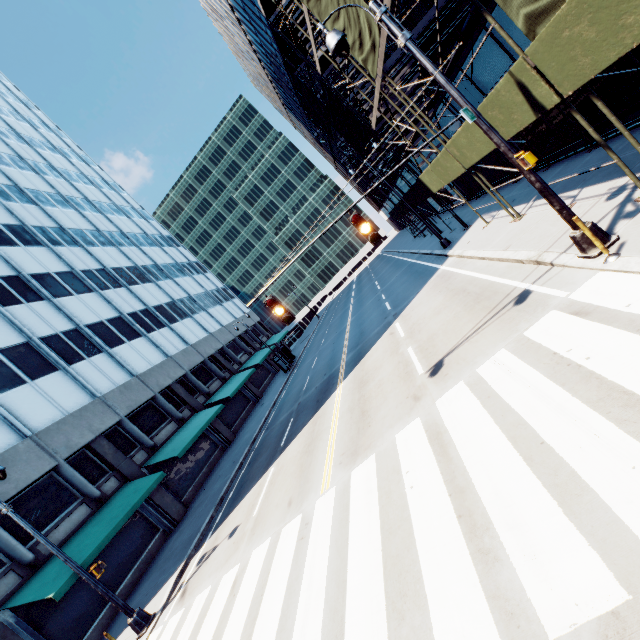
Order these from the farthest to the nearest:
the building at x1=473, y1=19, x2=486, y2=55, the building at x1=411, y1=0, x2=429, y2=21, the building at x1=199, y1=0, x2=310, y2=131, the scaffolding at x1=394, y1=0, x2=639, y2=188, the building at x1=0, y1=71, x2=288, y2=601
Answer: the building at x1=199, y1=0, x2=310, y2=131
the building at x1=0, y1=71, x2=288, y2=601
the building at x1=411, y1=0, x2=429, y2=21
the building at x1=473, y1=19, x2=486, y2=55
the scaffolding at x1=394, y1=0, x2=639, y2=188

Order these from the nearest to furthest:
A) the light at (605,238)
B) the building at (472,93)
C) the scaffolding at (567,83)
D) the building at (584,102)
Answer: the scaffolding at (567,83) → the light at (605,238) → the building at (584,102) → the building at (472,93)

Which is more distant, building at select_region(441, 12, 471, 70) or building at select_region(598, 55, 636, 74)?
building at select_region(441, 12, 471, 70)

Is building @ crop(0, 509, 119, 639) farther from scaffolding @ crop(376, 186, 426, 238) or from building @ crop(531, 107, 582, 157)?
building @ crop(531, 107, 582, 157)

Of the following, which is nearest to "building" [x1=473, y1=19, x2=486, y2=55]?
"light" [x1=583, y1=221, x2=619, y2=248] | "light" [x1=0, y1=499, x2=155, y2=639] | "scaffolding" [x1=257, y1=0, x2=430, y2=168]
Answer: "scaffolding" [x1=257, y1=0, x2=430, y2=168]

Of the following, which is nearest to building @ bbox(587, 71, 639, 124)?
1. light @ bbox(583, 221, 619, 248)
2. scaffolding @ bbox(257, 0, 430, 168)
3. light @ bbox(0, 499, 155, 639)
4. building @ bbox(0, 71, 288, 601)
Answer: scaffolding @ bbox(257, 0, 430, 168)

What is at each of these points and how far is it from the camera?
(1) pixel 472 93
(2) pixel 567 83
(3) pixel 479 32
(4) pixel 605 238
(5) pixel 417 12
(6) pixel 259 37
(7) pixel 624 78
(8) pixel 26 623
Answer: (1) building, 14.9 meters
(2) scaffolding, 6.1 meters
(3) building, 11.8 meters
(4) light, 6.6 meters
(5) building, 13.8 meters
(6) building, 36.5 meters
(7) building, 9.4 meters
(8) building, 12.4 meters

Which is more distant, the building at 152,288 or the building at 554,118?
the building at 152,288
